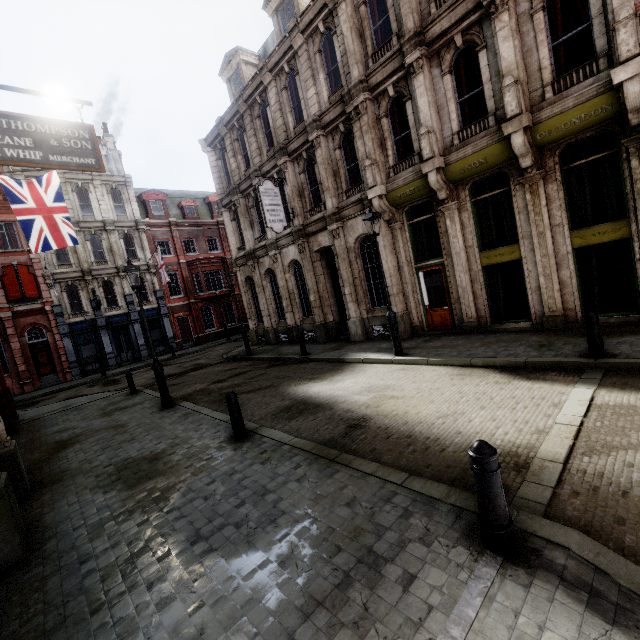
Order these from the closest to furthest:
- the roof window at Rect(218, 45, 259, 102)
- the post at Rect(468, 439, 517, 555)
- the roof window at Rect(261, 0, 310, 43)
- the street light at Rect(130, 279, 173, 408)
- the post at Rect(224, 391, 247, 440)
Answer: the post at Rect(468, 439, 517, 555) < the post at Rect(224, 391, 247, 440) < the street light at Rect(130, 279, 173, 408) < the roof window at Rect(261, 0, 310, 43) < the roof window at Rect(218, 45, 259, 102)

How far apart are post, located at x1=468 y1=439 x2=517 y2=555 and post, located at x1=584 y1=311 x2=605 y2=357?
5.6 meters

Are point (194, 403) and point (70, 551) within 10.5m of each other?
yes

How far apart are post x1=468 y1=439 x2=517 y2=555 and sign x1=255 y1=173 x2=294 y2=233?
13.9m

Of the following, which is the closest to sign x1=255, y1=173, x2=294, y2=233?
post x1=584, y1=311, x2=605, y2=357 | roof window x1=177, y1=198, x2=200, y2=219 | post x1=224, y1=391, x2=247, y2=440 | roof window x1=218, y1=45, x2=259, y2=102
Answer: roof window x1=218, y1=45, x2=259, y2=102

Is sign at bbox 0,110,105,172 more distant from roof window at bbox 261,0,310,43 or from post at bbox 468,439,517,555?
roof window at bbox 261,0,310,43

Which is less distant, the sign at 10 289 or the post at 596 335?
the post at 596 335

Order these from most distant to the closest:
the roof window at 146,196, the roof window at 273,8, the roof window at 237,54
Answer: the roof window at 146,196 < the roof window at 237,54 < the roof window at 273,8
